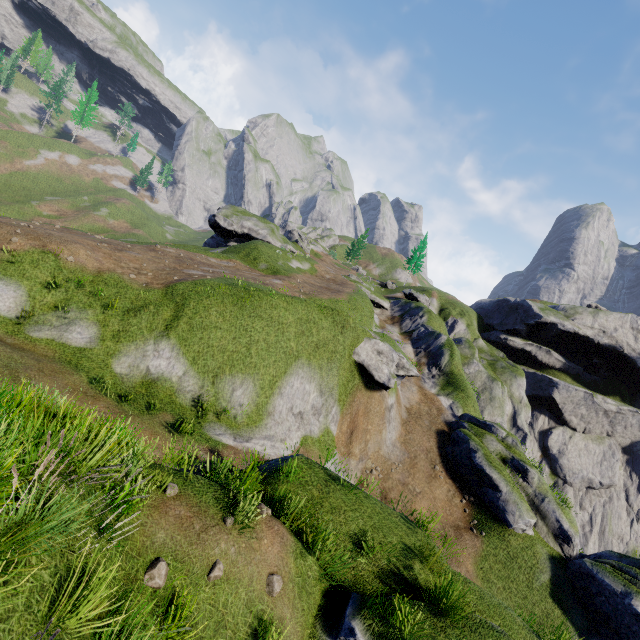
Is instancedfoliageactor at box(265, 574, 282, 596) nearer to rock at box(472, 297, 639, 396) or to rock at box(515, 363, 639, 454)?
rock at box(515, 363, 639, 454)

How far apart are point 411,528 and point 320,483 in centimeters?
283cm

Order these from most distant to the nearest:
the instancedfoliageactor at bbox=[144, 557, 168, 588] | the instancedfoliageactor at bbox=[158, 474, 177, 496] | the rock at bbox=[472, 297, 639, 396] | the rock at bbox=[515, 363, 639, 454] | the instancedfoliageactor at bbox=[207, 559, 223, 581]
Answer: the rock at bbox=[472, 297, 639, 396] < the rock at bbox=[515, 363, 639, 454] < the instancedfoliageactor at bbox=[158, 474, 177, 496] < the instancedfoliageactor at bbox=[207, 559, 223, 581] < the instancedfoliageactor at bbox=[144, 557, 168, 588]

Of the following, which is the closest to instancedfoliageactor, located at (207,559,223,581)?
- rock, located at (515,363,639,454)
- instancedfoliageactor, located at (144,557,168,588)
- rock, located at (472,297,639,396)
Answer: instancedfoliageactor, located at (144,557,168,588)

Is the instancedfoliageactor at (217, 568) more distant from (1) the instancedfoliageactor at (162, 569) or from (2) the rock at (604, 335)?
(2) the rock at (604, 335)

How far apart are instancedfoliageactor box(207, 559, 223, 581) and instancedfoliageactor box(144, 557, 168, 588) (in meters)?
0.65

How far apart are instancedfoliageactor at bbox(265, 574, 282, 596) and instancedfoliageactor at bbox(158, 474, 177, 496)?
2.3m

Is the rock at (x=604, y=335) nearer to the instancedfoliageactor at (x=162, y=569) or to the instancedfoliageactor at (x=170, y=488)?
the instancedfoliageactor at (x=170, y=488)
